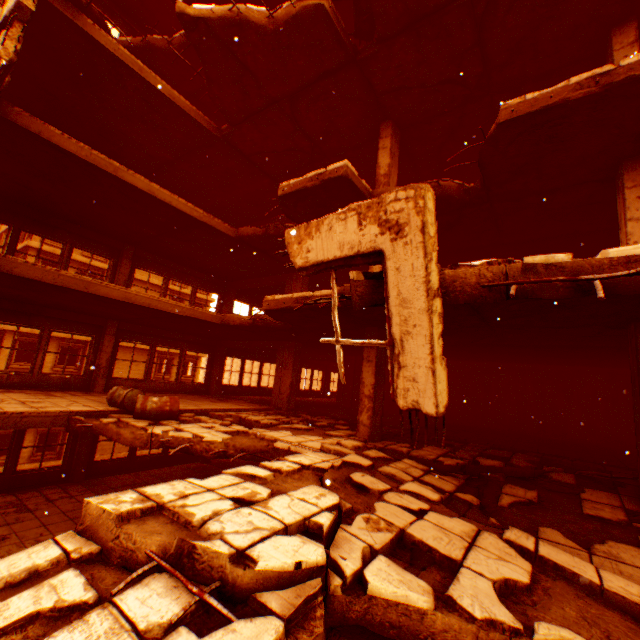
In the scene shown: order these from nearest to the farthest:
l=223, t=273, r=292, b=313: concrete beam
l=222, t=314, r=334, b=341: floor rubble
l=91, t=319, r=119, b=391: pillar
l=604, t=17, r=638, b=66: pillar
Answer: l=604, t=17, r=638, b=66: pillar, l=222, t=314, r=334, b=341: floor rubble, l=91, t=319, r=119, b=391: pillar, l=223, t=273, r=292, b=313: concrete beam

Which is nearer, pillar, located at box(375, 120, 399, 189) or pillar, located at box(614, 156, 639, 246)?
pillar, located at box(614, 156, 639, 246)

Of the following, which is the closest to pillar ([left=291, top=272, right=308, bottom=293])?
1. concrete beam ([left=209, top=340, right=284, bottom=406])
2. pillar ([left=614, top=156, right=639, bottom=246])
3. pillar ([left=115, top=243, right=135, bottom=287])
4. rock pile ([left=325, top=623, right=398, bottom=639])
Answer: concrete beam ([left=209, top=340, right=284, bottom=406])

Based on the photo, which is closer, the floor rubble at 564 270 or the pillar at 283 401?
the floor rubble at 564 270

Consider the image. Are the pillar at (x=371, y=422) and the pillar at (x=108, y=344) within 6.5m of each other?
no

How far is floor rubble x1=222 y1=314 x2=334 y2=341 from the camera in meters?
9.7

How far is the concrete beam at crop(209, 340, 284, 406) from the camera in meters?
13.1

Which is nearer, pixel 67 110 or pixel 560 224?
pixel 560 224
